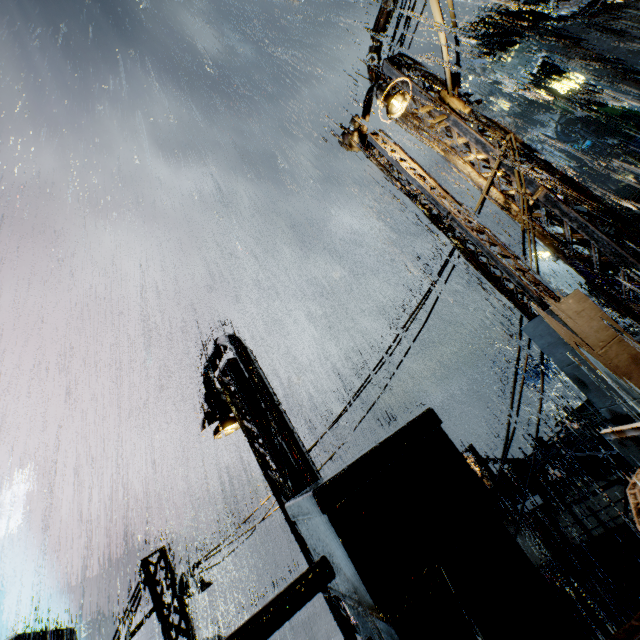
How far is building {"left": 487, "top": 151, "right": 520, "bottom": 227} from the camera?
5.9m

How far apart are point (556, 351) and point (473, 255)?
1.85m

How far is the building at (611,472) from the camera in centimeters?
1331cm

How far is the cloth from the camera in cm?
2973

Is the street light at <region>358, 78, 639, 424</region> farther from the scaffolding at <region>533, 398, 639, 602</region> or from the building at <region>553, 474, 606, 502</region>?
the scaffolding at <region>533, 398, 639, 602</region>

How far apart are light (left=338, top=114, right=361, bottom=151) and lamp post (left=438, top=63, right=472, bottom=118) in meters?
2.2

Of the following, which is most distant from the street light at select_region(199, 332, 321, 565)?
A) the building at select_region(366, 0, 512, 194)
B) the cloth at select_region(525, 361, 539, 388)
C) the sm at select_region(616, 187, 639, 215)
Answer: the cloth at select_region(525, 361, 539, 388)

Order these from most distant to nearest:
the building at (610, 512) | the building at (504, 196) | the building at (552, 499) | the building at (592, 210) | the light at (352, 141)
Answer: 1. the building at (552, 499)
2. the building at (610, 512)
3. the light at (352, 141)
4. the building at (504, 196)
5. the building at (592, 210)
